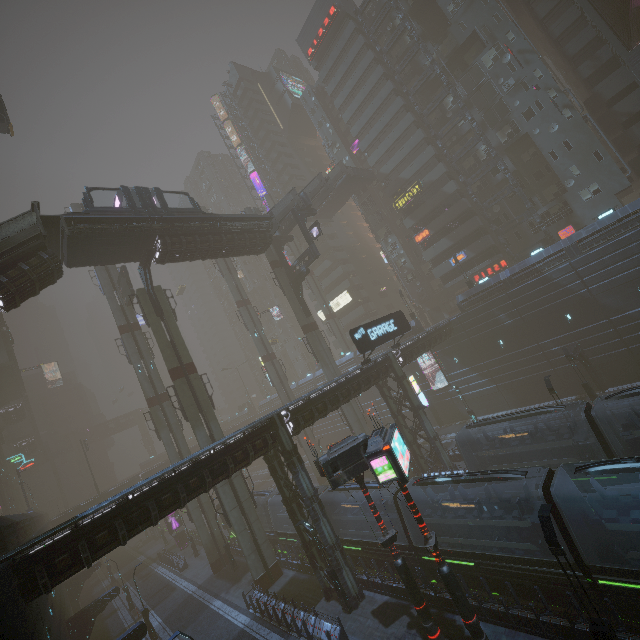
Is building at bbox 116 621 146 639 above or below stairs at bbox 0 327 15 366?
below

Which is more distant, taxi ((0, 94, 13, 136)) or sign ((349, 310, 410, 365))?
taxi ((0, 94, 13, 136))

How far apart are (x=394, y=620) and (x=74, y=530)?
15.88m

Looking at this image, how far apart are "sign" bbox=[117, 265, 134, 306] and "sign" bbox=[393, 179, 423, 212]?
38.0m

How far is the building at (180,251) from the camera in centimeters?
2730cm

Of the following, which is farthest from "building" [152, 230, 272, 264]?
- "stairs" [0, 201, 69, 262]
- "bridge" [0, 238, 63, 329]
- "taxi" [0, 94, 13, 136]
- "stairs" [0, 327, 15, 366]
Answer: "bridge" [0, 238, 63, 329]

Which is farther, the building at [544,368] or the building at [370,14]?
the building at [370,14]

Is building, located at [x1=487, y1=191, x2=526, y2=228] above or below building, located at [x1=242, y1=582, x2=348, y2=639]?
above
